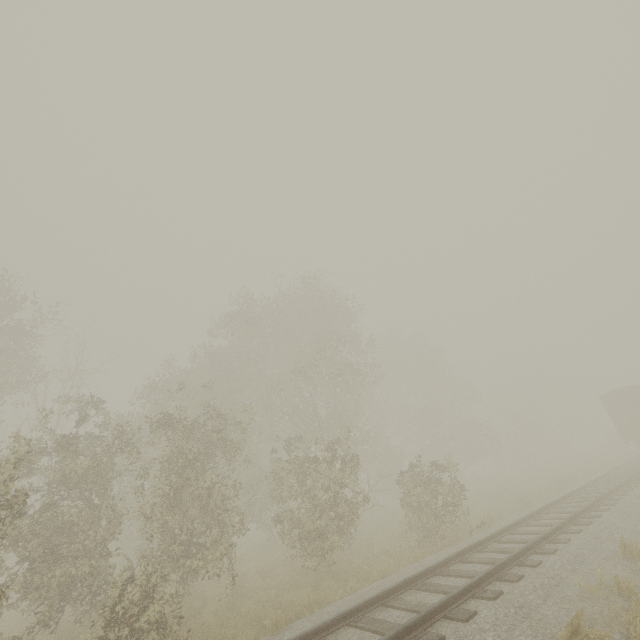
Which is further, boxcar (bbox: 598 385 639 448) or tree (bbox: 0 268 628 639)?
boxcar (bbox: 598 385 639 448)

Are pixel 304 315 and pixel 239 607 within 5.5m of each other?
no

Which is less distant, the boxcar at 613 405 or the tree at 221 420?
the tree at 221 420
